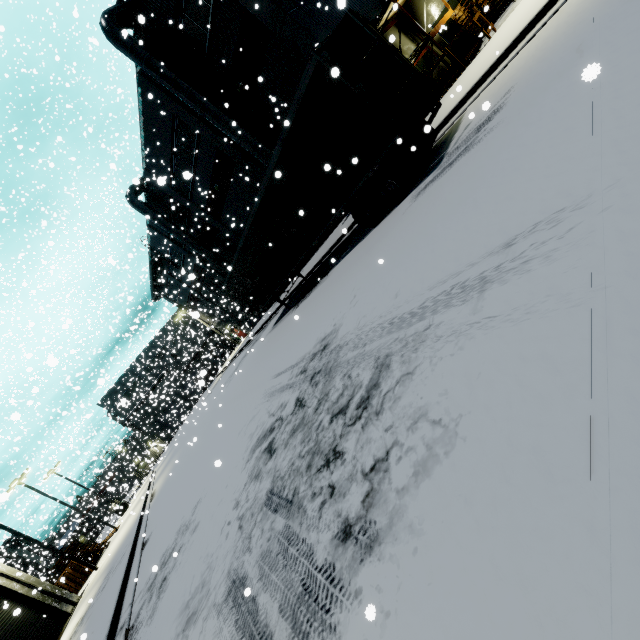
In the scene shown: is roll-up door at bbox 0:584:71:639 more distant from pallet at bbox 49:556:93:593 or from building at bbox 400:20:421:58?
pallet at bbox 49:556:93:593

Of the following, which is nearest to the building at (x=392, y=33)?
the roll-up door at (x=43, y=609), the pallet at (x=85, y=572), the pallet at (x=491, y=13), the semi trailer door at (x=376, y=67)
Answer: the roll-up door at (x=43, y=609)

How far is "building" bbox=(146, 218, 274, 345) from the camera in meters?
32.6 m

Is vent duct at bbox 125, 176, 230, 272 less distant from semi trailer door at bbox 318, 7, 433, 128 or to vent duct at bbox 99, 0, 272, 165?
vent duct at bbox 99, 0, 272, 165

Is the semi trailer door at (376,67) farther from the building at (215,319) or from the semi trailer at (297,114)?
the building at (215,319)

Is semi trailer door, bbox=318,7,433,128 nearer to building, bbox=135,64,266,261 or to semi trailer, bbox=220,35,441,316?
semi trailer, bbox=220,35,441,316

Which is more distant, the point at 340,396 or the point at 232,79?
the point at 232,79

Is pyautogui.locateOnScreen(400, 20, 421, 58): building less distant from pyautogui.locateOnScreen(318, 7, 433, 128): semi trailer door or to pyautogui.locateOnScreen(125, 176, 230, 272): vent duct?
pyautogui.locateOnScreen(125, 176, 230, 272): vent duct
